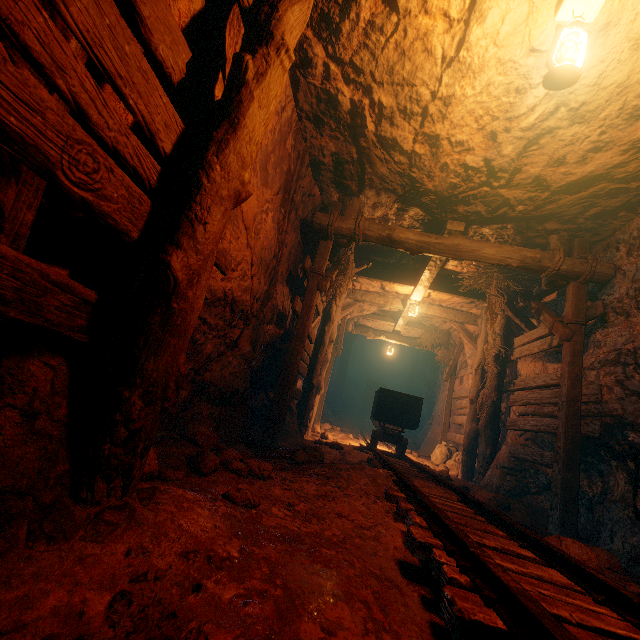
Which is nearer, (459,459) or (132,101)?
(132,101)

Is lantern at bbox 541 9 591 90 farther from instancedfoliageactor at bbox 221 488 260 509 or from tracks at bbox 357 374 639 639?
instancedfoliageactor at bbox 221 488 260 509

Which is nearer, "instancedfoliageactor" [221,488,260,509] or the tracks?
the tracks

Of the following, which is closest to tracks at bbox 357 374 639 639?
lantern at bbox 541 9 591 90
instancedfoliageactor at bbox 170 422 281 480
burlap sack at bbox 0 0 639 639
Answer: burlap sack at bbox 0 0 639 639

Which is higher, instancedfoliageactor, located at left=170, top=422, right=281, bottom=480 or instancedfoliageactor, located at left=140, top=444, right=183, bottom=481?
instancedfoliageactor, located at left=140, top=444, right=183, bottom=481

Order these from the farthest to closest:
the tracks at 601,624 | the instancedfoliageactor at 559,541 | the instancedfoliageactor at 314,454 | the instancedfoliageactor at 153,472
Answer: the instancedfoliageactor at 314,454
the instancedfoliageactor at 559,541
the instancedfoliageactor at 153,472
the tracks at 601,624

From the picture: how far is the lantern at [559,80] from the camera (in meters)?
2.34

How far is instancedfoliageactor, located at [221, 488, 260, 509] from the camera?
2.0m
